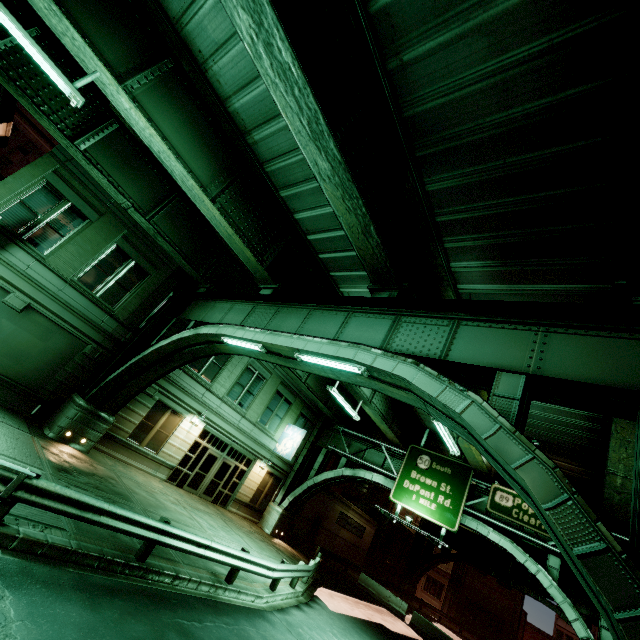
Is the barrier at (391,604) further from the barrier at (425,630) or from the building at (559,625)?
the building at (559,625)

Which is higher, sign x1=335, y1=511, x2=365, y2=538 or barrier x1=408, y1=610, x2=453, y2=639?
sign x1=335, y1=511, x2=365, y2=538

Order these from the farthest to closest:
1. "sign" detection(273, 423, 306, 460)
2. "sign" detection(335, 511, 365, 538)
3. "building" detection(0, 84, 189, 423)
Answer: "sign" detection(335, 511, 365, 538), "sign" detection(273, 423, 306, 460), "building" detection(0, 84, 189, 423)

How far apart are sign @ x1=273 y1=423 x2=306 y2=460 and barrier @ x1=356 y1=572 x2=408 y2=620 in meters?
12.3 m

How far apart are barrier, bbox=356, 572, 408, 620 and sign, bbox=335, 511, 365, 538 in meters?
4.9

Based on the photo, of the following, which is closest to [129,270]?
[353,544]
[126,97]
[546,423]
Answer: [126,97]

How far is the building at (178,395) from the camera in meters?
17.4

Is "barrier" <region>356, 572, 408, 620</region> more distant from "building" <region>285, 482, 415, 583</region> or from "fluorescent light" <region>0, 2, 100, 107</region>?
"fluorescent light" <region>0, 2, 100, 107</region>
